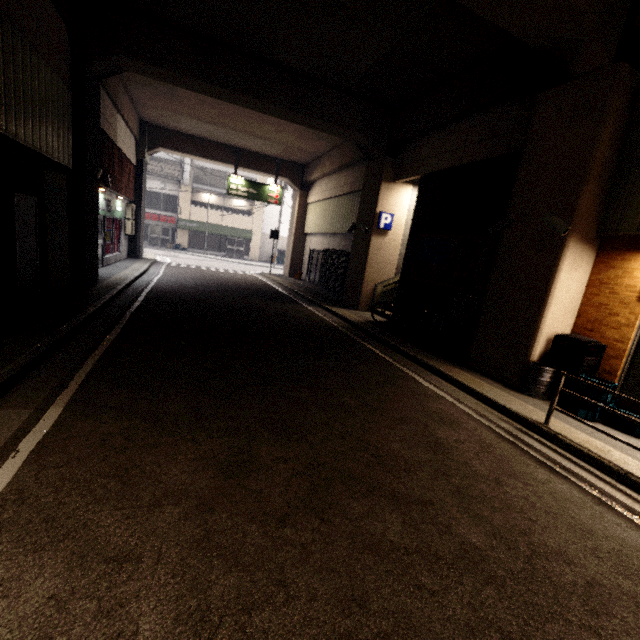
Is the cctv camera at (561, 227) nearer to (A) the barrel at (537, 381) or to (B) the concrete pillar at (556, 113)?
(B) the concrete pillar at (556, 113)

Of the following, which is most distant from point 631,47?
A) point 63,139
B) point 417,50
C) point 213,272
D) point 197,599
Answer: point 213,272

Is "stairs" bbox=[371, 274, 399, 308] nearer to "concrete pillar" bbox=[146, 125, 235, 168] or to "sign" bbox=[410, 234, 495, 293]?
"concrete pillar" bbox=[146, 125, 235, 168]

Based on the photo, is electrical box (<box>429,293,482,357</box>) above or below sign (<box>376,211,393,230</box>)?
below

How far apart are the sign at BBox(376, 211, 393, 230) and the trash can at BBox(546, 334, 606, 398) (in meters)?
7.08

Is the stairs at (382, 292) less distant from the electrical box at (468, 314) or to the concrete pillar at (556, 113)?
the concrete pillar at (556, 113)

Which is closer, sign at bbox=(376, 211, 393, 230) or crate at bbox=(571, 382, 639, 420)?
crate at bbox=(571, 382, 639, 420)

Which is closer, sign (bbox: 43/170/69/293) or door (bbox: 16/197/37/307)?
door (bbox: 16/197/37/307)
